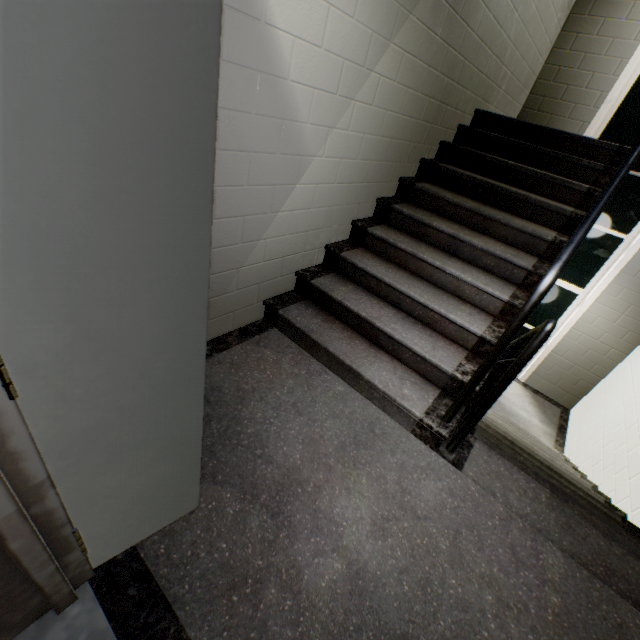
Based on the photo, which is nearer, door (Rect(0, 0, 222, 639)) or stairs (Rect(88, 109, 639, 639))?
door (Rect(0, 0, 222, 639))

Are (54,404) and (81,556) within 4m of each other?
yes

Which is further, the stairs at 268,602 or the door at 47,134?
the stairs at 268,602
